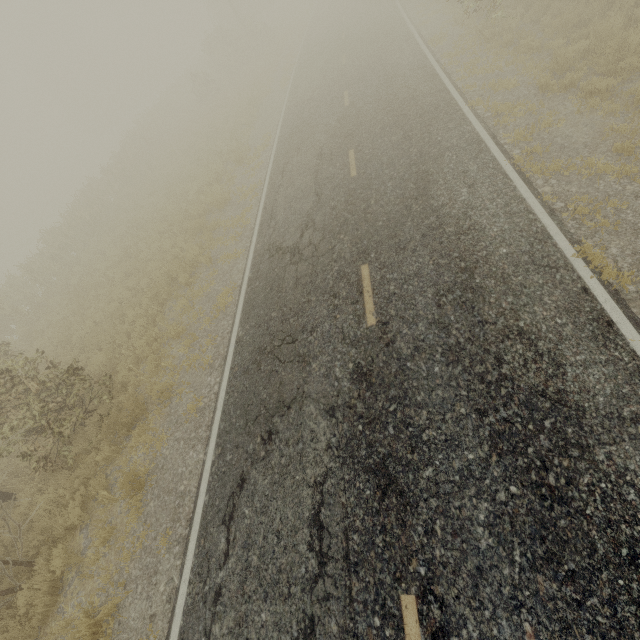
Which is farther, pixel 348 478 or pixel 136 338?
pixel 136 338
